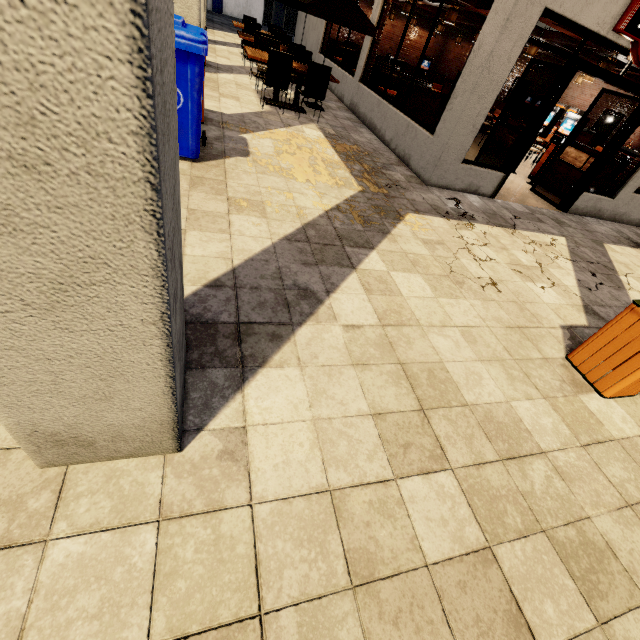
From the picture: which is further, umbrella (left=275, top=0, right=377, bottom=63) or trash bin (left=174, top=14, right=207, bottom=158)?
umbrella (left=275, top=0, right=377, bottom=63)

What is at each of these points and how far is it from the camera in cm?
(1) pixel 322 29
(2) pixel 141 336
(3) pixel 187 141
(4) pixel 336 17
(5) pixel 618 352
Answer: (1) building, 1198
(2) building, 104
(3) trash bin, 400
(4) umbrella, 660
(5) trash bin, 283

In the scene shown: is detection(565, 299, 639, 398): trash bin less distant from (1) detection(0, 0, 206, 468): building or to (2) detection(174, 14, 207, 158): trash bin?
(1) detection(0, 0, 206, 468): building

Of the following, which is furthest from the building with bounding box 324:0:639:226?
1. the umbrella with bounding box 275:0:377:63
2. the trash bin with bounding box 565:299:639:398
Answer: the umbrella with bounding box 275:0:377:63

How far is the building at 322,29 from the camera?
12.0 meters

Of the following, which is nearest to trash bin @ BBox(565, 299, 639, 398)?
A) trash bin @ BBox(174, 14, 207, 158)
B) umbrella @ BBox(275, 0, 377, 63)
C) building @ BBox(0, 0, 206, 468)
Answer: building @ BBox(0, 0, 206, 468)

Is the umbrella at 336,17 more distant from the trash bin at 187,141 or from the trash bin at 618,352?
the trash bin at 618,352
